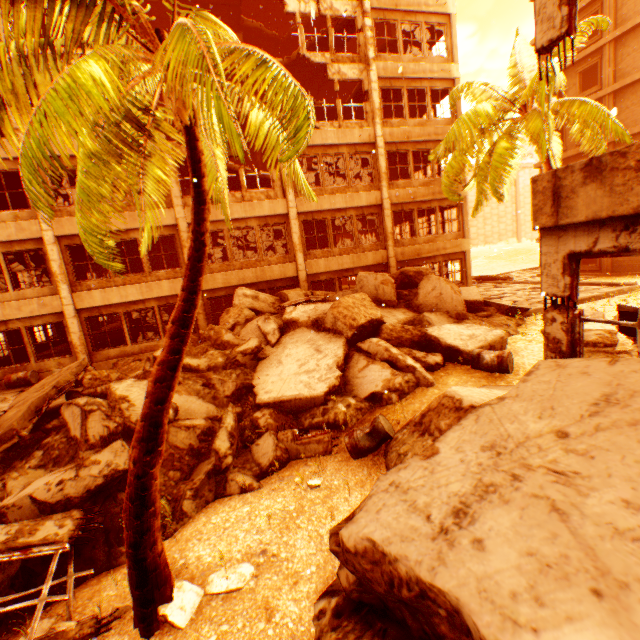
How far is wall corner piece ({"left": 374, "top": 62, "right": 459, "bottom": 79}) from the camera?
15.8m

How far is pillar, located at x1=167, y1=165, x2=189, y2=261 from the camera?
13.8 meters

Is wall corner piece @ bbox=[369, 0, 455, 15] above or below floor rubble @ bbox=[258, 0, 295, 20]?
below

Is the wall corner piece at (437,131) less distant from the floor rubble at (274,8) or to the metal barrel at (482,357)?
the floor rubble at (274,8)

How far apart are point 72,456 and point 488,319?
13.4 meters

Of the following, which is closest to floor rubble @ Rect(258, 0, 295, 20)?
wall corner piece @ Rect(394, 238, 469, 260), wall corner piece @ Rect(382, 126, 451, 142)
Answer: wall corner piece @ Rect(382, 126, 451, 142)

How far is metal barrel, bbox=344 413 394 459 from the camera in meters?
6.2 m

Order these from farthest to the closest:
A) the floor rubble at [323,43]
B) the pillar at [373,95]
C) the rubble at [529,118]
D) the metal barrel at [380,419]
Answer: the floor rubble at [323,43]
the pillar at [373,95]
the rubble at [529,118]
the metal barrel at [380,419]
